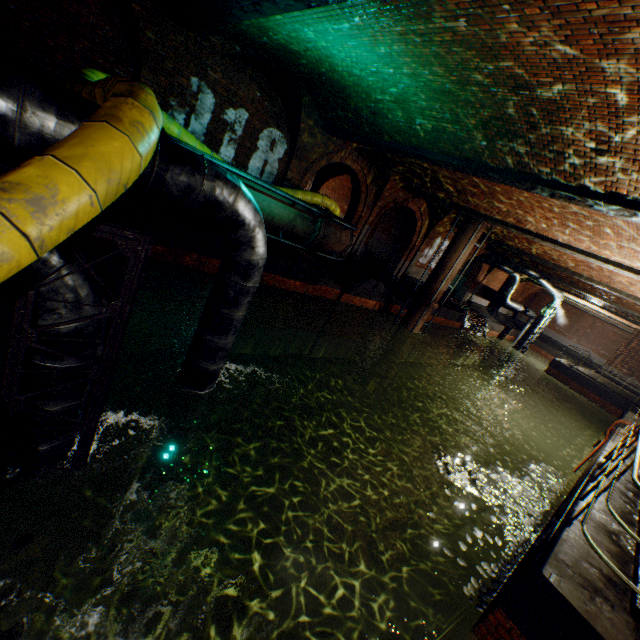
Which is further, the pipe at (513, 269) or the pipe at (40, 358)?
the pipe at (513, 269)

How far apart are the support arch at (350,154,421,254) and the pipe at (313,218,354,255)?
3.23m

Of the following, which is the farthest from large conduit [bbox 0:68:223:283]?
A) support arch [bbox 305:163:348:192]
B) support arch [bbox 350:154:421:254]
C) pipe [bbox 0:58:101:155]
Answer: support arch [bbox 350:154:421:254]

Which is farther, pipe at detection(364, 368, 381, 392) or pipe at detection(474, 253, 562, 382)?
pipe at detection(474, 253, 562, 382)

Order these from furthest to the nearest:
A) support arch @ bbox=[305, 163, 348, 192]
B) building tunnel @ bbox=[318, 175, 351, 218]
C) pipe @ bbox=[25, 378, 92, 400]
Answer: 1. building tunnel @ bbox=[318, 175, 351, 218]
2. support arch @ bbox=[305, 163, 348, 192]
3. pipe @ bbox=[25, 378, 92, 400]

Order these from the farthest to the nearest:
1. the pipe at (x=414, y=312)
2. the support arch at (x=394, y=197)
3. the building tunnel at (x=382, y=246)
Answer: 1. the building tunnel at (x=382, y=246)
2. the pipe at (x=414, y=312)
3. the support arch at (x=394, y=197)

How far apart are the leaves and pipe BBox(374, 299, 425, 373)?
10.32m

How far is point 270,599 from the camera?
6.59m
